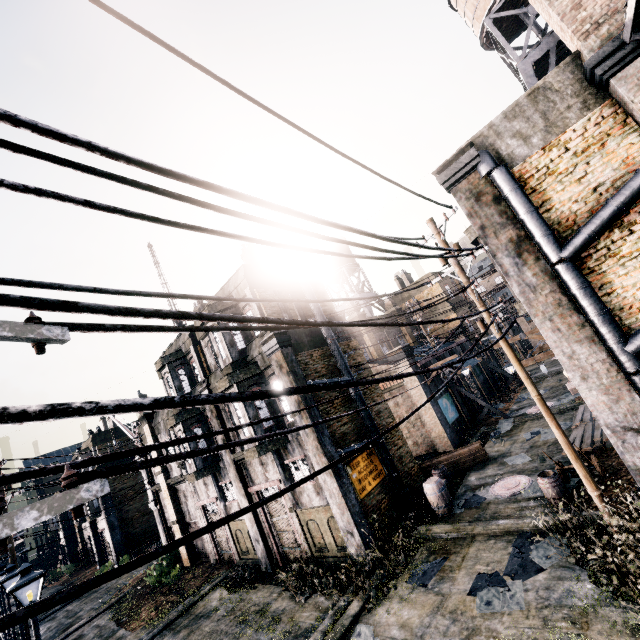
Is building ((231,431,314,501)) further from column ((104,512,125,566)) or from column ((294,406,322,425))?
column ((104,512,125,566))

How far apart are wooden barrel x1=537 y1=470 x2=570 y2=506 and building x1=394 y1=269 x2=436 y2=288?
24.60m

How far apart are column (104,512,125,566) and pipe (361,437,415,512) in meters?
34.3

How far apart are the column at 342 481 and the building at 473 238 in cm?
917

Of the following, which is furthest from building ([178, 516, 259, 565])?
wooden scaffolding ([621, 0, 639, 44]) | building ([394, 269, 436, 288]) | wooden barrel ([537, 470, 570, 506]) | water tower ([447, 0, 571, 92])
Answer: building ([394, 269, 436, 288])

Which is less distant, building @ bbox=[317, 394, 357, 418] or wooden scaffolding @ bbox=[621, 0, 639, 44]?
wooden scaffolding @ bbox=[621, 0, 639, 44]

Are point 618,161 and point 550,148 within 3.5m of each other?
yes

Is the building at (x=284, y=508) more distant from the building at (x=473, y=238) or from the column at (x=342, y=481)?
the building at (x=473, y=238)
